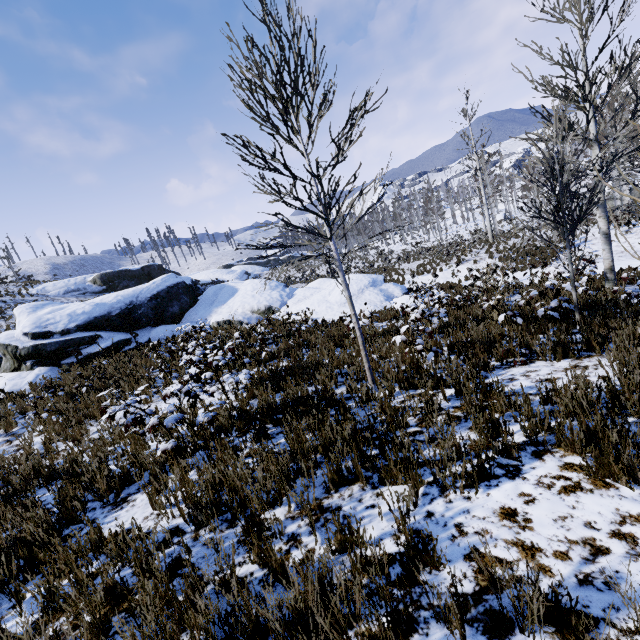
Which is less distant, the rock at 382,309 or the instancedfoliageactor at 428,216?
the rock at 382,309

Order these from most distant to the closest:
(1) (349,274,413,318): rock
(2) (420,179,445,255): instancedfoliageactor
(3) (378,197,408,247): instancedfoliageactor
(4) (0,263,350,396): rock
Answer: (2) (420,179,445,255): instancedfoliageactor
(1) (349,274,413,318): rock
(4) (0,263,350,396): rock
(3) (378,197,408,247): instancedfoliageactor

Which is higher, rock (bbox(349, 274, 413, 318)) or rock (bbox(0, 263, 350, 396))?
rock (bbox(0, 263, 350, 396))

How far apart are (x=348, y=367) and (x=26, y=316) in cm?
1518

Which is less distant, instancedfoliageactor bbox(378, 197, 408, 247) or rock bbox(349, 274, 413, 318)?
instancedfoliageactor bbox(378, 197, 408, 247)

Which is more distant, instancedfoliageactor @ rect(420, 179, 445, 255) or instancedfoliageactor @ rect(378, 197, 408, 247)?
instancedfoliageactor @ rect(420, 179, 445, 255)

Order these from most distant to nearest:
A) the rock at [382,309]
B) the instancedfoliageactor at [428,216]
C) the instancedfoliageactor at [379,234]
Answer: the instancedfoliageactor at [428,216], the rock at [382,309], the instancedfoliageactor at [379,234]

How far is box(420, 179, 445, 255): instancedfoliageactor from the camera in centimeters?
3338cm
